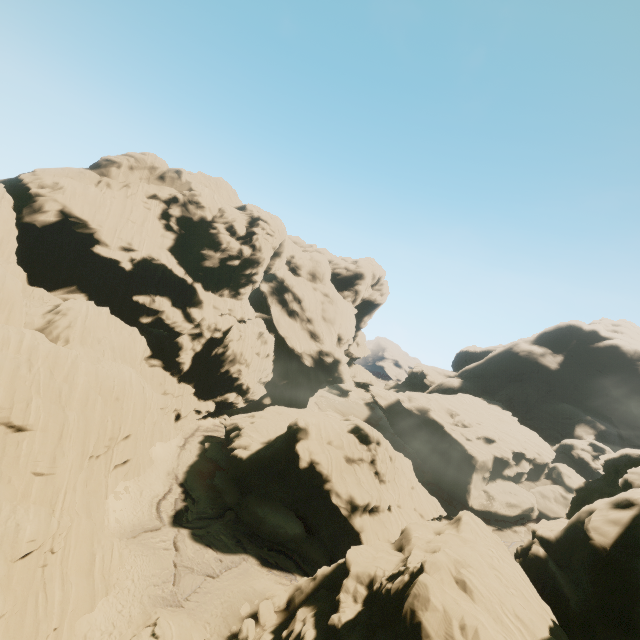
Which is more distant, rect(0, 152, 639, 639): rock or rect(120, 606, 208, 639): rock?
rect(120, 606, 208, 639): rock

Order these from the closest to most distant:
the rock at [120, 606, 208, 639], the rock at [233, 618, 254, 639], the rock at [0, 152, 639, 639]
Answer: the rock at [0, 152, 639, 639]
the rock at [120, 606, 208, 639]
the rock at [233, 618, 254, 639]

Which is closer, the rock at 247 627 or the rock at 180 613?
the rock at 180 613

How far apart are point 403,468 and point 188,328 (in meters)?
37.18

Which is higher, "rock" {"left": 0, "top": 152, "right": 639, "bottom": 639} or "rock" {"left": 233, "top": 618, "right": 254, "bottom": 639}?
"rock" {"left": 0, "top": 152, "right": 639, "bottom": 639}

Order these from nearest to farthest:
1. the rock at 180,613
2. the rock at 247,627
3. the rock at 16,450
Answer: the rock at 16,450
the rock at 180,613
the rock at 247,627
